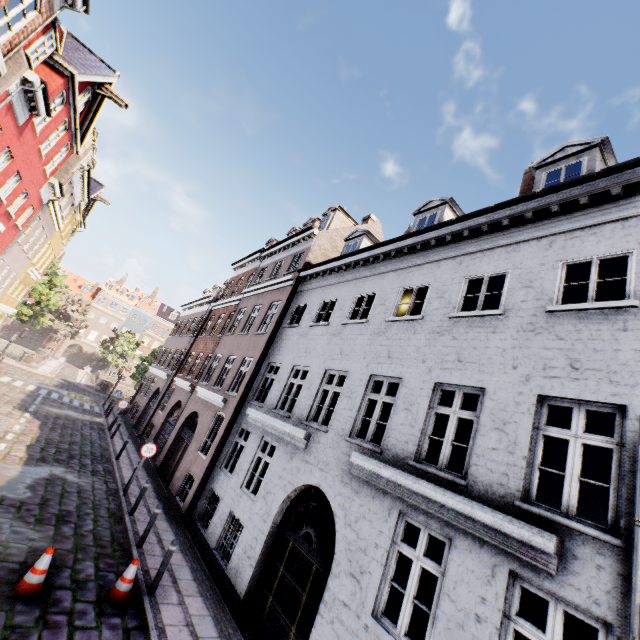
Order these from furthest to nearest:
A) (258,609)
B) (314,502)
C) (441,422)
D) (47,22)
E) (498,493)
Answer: (314,502) → (441,422) → (47,22) → (258,609) → (498,493)

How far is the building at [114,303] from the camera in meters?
54.8

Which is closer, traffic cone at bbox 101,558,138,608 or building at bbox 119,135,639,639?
building at bbox 119,135,639,639

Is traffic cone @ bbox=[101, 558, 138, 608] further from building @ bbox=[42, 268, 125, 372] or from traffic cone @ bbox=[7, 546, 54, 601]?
building @ bbox=[42, 268, 125, 372]

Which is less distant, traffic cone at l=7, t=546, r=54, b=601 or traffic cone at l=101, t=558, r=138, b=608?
traffic cone at l=7, t=546, r=54, b=601

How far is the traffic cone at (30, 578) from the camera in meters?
5.9

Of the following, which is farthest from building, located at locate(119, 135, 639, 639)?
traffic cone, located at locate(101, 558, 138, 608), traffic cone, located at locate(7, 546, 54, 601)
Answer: traffic cone, located at locate(7, 546, 54, 601)
